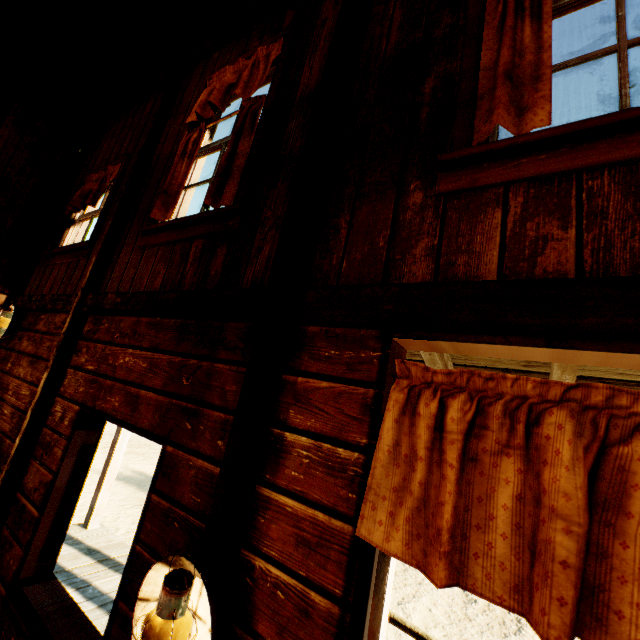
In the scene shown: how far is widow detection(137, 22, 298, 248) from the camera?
2.2m

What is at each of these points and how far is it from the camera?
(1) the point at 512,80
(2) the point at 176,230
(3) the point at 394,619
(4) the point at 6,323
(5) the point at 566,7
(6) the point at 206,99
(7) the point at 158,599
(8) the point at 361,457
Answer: (1) curtain, 1.3 meters
(2) widow, 2.5 meters
(3) hitch post, 3.5 meters
(4) lamp, 3.8 meters
(5) widow, 1.5 meters
(6) curtain, 2.9 meters
(7) lamp, 1.2 meters
(8) building, 1.2 meters

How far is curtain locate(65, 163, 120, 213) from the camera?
3.77m

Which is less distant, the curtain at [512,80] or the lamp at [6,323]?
the curtain at [512,80]

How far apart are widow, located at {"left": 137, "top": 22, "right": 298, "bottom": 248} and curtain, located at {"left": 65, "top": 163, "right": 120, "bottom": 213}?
1.2m

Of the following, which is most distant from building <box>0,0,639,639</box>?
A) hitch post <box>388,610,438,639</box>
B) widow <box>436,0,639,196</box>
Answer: hitch post <box>388,610,438,639</box>

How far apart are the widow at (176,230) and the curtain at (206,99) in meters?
0.0 m

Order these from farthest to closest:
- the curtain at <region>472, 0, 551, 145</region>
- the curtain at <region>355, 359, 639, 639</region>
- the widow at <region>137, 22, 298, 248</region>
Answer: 1. the widow at <region>137, 22, 298, 248</region>
2. the curtain at <region>472, 0, 551, 145</region>
3. the curtain at <region>355, 359, 639, 639</region>
